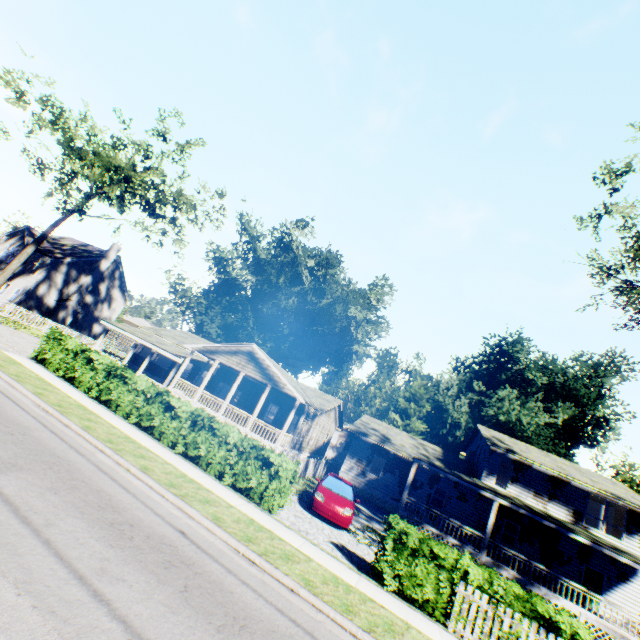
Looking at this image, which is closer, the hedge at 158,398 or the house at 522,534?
the hedge at 158,398

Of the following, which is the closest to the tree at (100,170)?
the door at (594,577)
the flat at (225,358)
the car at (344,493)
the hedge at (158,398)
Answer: the flat at (225,358)

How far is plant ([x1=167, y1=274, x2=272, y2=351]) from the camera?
56.0m

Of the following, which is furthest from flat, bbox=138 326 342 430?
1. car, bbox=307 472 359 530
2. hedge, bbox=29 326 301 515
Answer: hedge, bbox=29 326 301 515

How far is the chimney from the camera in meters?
36.0 m

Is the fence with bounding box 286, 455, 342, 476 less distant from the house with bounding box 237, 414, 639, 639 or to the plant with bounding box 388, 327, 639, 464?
the plant with bounding box 388, 327, 639, 464

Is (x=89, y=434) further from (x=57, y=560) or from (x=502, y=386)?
(x=502, y=386)

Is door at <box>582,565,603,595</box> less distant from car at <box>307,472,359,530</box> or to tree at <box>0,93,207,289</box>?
car at <box>307,472,359,530</box>
